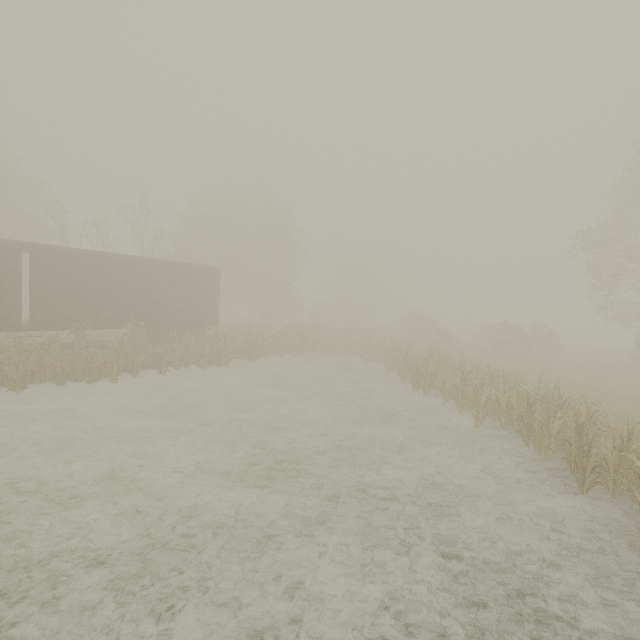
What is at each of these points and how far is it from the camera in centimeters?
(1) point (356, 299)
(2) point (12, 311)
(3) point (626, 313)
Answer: (1) tree, 5419cm
(2) boxcar, 1338cm
(3) tree, 2347cm

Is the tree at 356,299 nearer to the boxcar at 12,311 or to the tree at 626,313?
the tree at 626,313

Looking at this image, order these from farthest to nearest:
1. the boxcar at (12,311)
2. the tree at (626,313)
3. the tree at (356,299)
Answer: the tree at (626,313) → the boxcar at (12,311) → the tree at (356,299)

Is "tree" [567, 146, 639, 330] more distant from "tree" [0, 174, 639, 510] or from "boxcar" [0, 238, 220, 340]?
"boxcar" [0, 238, 220, 340]

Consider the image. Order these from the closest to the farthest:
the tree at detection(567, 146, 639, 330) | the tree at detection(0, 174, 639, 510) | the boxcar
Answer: the tree at detection(0, 174, 639, 510) → the boxcar → the tree at detection(567, 146, 639, 330)

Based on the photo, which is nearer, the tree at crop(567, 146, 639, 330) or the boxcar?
the boxcar

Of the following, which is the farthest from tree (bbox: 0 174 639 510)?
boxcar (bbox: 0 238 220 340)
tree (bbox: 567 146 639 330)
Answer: boxcar (bbox: 0 238 220 340)
